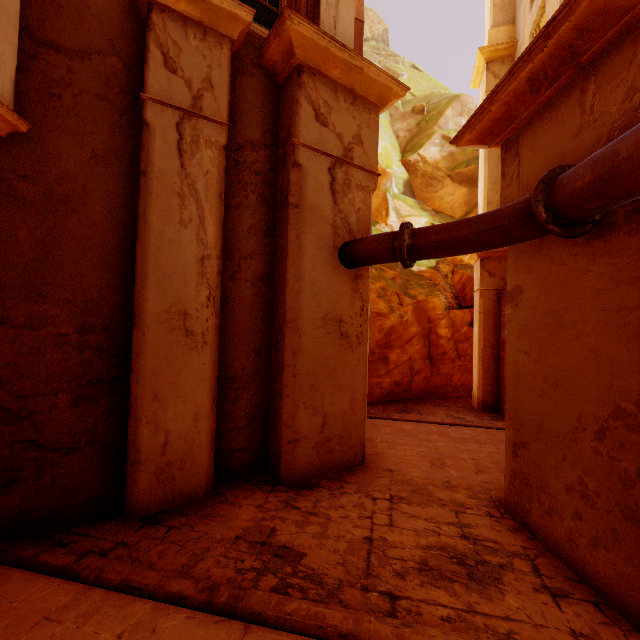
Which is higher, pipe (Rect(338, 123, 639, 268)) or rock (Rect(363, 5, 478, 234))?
rock (Rect(363, 5, 478, 234))

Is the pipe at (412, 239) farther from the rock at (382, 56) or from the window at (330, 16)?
the rock at (382, 56)

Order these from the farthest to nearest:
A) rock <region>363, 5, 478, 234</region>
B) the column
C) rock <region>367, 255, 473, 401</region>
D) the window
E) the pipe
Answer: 1. rock <region>363, 5, 478, 234</region>
2. rock <region>367, 255, 473, 401</region>
3. the window
4. the column
5. the pipe

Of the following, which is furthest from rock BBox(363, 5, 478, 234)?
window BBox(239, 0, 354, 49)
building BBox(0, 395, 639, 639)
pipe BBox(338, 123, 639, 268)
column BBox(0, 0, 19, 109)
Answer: column BBox(0, 0, 19, 109)

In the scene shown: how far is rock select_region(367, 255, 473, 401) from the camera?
11.9m

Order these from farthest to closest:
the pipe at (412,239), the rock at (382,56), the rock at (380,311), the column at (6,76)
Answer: the rock at (382,56), the rock at (380,311), the column at (6,76), the pipe at (412,239)

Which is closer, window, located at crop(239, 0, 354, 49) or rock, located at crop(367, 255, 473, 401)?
window, located at crop(239, 0, 354, 49)

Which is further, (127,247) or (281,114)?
(281,114)
